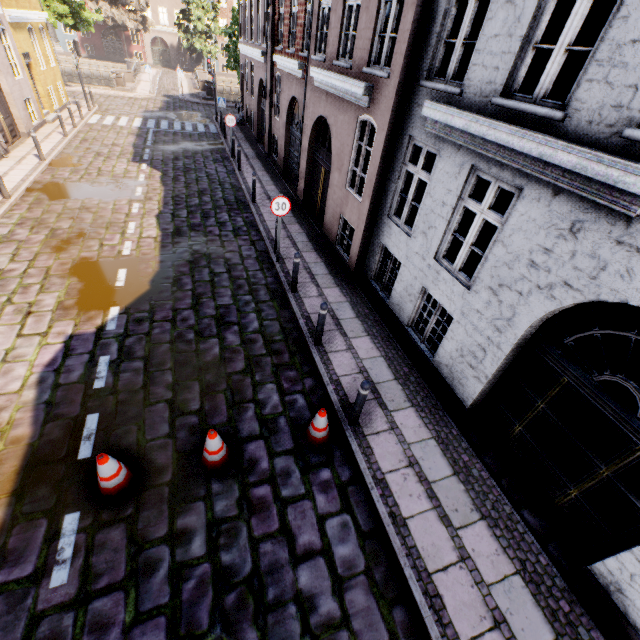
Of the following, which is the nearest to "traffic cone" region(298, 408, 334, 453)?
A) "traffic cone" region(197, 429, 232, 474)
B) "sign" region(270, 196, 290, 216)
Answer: "traffic cone" region(197, 429, 232, 474)

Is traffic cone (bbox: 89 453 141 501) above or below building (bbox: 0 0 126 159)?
below

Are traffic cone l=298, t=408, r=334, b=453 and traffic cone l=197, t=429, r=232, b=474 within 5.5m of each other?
yes

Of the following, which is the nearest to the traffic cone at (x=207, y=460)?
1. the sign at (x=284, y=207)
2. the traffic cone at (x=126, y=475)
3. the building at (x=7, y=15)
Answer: the traffic cone at (x=126, y=475)

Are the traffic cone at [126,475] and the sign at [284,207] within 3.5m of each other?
no

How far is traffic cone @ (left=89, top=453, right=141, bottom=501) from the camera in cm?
414

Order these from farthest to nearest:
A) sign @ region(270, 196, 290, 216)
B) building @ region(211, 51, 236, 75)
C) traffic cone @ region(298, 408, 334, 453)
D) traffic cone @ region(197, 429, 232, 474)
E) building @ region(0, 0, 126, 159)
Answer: building @ region(211, 51, 236, 75) < building @ region(0, 0, 126, 159) < sign @ region(270, 196, 290, 216) < traffic cone @ region(298, 408, 334, 453) < traffic cone @ region(197, 429, 232, 474)

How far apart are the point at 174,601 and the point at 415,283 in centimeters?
647cm
